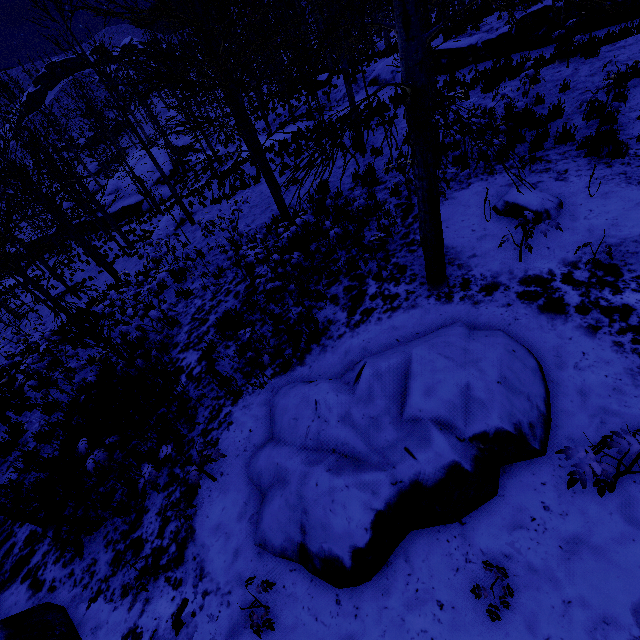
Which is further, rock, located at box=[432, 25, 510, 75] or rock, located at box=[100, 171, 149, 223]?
rock, located at box=[100, 171, 149, 223]

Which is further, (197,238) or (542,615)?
(197,238)

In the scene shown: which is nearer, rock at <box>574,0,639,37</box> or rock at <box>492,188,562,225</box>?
rock at <box>492,188,562,225</box>

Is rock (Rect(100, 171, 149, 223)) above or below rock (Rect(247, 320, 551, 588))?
below

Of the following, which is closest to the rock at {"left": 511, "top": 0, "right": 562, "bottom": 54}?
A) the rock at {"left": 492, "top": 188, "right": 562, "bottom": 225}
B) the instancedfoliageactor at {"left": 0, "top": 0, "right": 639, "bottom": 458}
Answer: the instancedfoliageactor at {"left": 0, "top": 0, "right": 639, "bottom": 458}

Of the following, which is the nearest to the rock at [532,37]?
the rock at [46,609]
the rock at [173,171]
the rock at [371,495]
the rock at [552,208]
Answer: the rock at [552,208]

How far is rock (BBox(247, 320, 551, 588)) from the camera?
3.0m

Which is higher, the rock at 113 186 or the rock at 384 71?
the rock at 384 71
